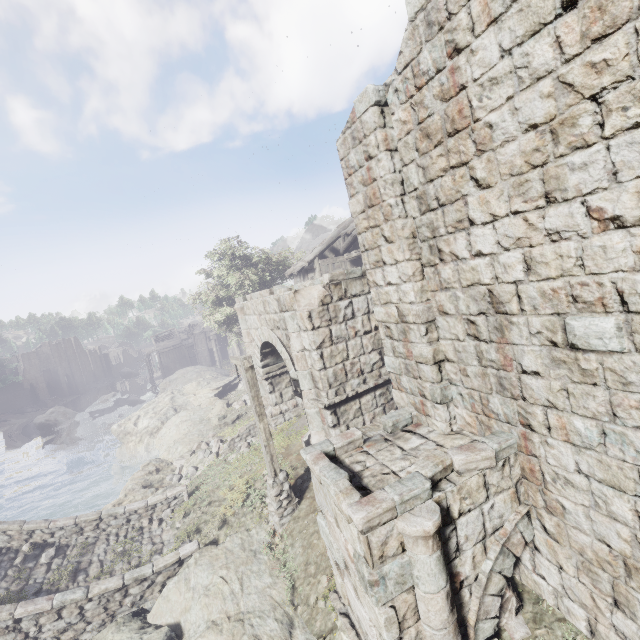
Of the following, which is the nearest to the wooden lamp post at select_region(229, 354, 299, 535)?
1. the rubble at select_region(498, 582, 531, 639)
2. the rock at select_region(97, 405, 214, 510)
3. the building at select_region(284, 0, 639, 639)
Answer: the rock at select_region(97, 405, 214, 510)

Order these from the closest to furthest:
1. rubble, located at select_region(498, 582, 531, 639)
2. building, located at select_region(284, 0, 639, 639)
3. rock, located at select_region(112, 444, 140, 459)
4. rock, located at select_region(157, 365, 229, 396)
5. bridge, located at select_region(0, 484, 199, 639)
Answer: building, located at select_region(284, 0, 639, 639) < rubble, located at select_region(498, 582, 531, 639) < bridge, located at select_region(0, 484, 199, 639) < rock, located at select_region(112, 444, 140, 459) < rock, located at select_region(157, 365, 229, 396)

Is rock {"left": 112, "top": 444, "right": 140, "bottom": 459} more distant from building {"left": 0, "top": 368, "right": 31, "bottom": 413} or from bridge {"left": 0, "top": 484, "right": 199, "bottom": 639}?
bridge {"left": 0, "top": 484, "right": 199, "bottom": 639}

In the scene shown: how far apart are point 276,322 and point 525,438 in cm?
853

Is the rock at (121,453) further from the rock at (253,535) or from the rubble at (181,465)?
the rubble at (181,465)

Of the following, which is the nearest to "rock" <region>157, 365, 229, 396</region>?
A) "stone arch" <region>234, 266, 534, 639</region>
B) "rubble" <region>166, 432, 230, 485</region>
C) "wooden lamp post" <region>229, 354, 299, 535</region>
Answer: "rubble" <region>166, 432, 230, 485</region>

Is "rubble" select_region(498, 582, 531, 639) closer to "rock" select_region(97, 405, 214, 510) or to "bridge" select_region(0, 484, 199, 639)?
"rock" select_region(97, 405, 214, 510)

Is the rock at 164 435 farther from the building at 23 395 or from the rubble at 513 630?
the building at 23 395
